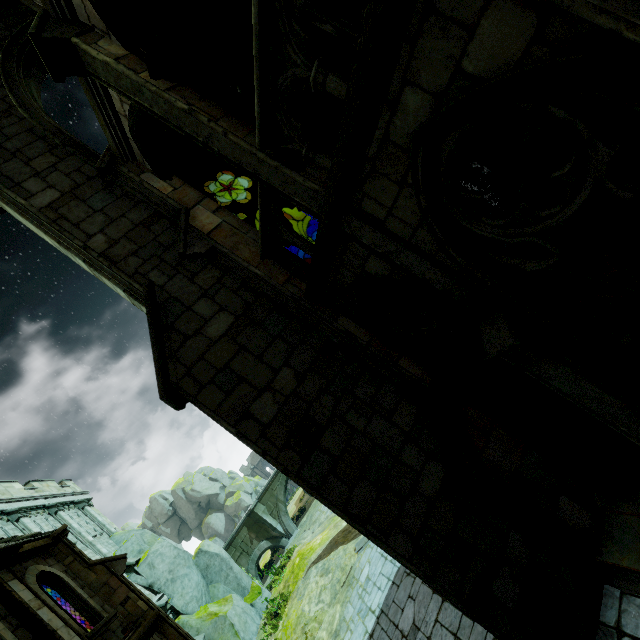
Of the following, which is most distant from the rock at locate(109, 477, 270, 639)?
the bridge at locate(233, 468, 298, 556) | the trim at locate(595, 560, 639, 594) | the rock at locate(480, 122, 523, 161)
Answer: the rock at locate(480, 122, 523, 161)

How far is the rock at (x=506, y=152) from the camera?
5.1m

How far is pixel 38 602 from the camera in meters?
6.7 m

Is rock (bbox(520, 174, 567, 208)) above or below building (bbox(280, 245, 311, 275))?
below

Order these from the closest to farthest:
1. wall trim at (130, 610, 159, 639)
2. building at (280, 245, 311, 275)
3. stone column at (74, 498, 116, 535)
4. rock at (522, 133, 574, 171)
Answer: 1. rock at (522, 133, 574, 171)
2. building at (280, 245, 311, 275)
3. wall trim at (130, 610, 159, 639)
4. stone column at (74, 498, 116, 535)

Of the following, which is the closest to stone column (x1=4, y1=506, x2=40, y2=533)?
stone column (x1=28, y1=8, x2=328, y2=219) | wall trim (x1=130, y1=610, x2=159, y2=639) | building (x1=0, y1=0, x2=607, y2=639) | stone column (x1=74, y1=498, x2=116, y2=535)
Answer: stone column (x1=74, y1=498, x2=116, y2=535)

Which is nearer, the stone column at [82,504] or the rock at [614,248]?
the rock at [614,248]

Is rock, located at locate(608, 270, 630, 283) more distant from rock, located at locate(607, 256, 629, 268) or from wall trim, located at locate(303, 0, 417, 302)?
wall trim, located at locate(303, 0, 417, 302)
